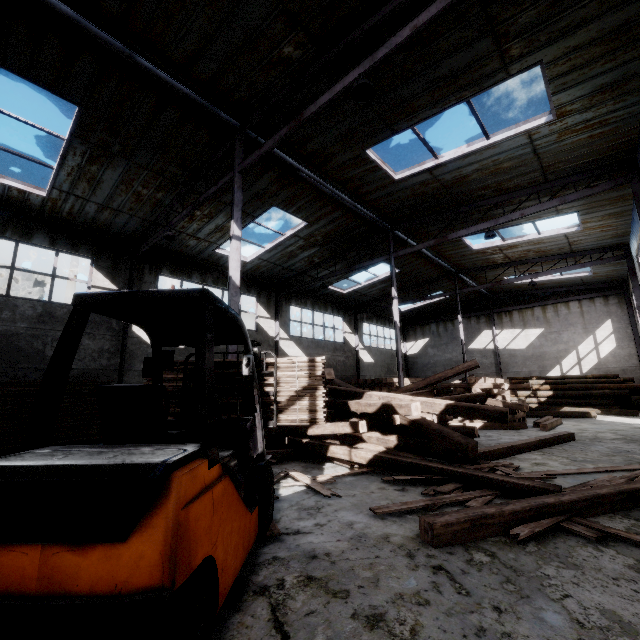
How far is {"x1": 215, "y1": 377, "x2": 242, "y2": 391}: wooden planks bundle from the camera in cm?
470

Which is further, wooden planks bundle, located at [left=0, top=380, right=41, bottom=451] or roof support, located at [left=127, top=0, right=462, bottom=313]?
wooden planks bundle, located at [left=0, top=380, right=41, bottom=451]

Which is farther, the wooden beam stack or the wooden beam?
the wooden beam stack

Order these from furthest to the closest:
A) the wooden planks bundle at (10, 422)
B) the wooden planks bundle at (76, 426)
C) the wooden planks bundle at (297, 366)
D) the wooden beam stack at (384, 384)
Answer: the wooden beam stack at (384, 384) < the wooden planks bundle at (76, 426) < the wooden planks bundle at (10, 422) < the wooden planks bundle at (297, 366)

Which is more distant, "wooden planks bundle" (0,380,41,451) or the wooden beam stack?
the wooden beam stack

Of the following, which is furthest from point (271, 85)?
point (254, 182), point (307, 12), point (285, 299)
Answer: point (285, 299)

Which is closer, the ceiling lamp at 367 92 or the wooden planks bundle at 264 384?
the wooden planks bundle at 264 384

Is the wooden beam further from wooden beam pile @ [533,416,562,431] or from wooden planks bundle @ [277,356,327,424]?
wooden beam pile @ [533,416,562,431]
